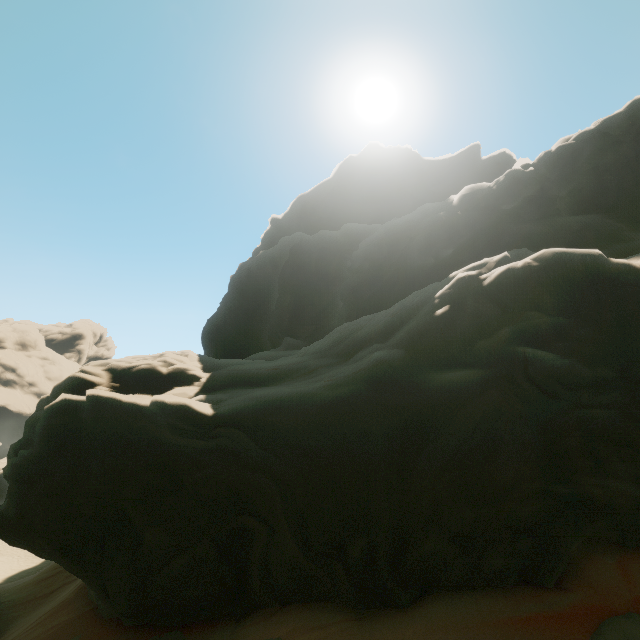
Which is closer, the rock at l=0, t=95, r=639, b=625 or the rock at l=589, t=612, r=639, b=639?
the rock at l=589, t=612, r=639, b=639

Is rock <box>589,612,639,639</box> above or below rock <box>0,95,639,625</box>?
below

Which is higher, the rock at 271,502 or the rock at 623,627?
the rock at 271,502

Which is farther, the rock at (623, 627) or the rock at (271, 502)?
the rock at (271, 502)

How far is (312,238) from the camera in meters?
31.0
